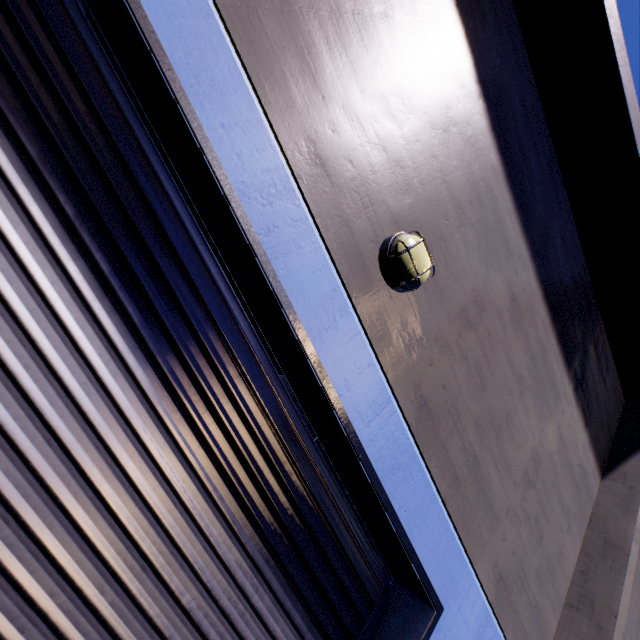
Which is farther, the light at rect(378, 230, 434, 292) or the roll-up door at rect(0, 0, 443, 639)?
the light at rect(378, 230, 434, 292)

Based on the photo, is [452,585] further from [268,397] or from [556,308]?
[556,308]

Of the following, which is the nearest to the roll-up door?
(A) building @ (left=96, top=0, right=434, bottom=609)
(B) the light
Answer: (A) building @ (left=96, top=0, right=434, bottom=609)

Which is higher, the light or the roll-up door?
the light

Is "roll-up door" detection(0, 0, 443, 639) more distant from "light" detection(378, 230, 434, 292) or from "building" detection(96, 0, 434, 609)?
"light" detection(378, 230, 434, 292)

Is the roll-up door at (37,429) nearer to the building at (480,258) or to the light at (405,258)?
the building at (480,258)

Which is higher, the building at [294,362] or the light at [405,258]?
the light at [405,258]

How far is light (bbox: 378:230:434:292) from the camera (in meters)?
2.38
